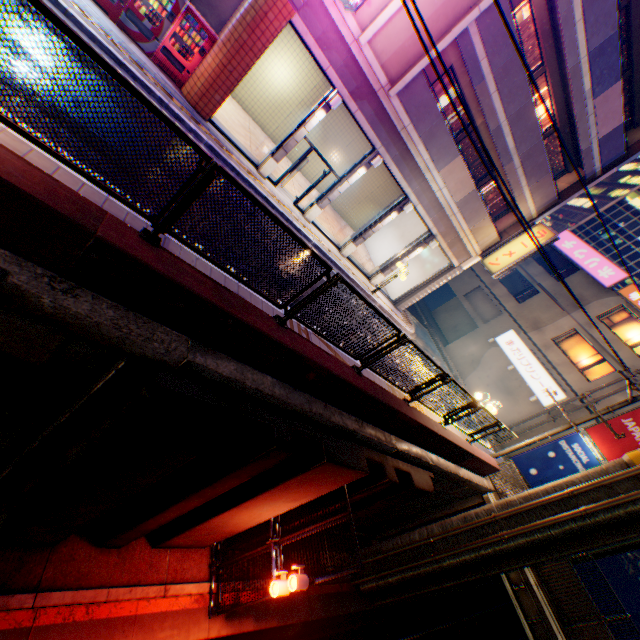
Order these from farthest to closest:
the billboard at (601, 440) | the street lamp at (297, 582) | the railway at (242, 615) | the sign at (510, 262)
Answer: the billboard at (601, 440)
the sign at (510, 262)
the street lamp at (297, 582)
the railway at (242, 615)

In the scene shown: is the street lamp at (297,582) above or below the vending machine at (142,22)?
below

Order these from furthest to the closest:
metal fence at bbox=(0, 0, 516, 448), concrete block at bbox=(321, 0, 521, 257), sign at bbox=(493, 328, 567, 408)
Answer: sign at bbox=(493, 328, 567, 408)
concrete block at bbox=(321, 0, 521, 257)
metal fence at bbox=(0, 0, 516, 448)

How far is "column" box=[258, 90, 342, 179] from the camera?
12.1m

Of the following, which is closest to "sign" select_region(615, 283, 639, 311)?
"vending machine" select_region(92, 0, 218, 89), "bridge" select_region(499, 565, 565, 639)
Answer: "bridge" select_region(499, 565, 565, 639)

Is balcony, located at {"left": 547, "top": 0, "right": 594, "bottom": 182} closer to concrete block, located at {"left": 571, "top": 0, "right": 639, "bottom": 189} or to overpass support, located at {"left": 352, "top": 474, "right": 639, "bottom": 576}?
concrete block, located at {"left": 571, "top": 0, "right": 639, "bottom": 189}

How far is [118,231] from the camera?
3.6 meters

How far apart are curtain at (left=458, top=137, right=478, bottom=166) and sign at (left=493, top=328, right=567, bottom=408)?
14.1m
